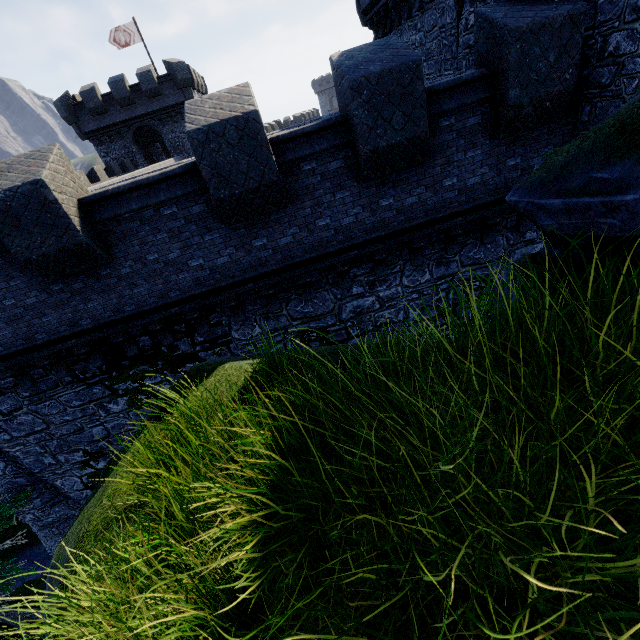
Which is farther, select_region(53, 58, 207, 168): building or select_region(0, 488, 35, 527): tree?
select_region(53, 58, 207, 168): building

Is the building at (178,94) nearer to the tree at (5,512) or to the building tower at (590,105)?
the building tower at (590,105)

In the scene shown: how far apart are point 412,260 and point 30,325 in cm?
941

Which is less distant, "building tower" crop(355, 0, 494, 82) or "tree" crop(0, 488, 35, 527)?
"tree" crop(0, 488, 35, 527)

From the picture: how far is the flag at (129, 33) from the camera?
27.5 meters

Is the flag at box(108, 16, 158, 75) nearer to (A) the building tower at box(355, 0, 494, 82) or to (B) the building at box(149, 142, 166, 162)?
(B) the building at box(149, 142, 166, 162)

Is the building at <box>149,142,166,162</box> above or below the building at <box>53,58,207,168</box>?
below

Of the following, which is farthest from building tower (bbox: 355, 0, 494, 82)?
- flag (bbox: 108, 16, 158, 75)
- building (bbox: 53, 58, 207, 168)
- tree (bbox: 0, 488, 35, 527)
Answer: flag (bbox: 108, 16, 158, 75)
